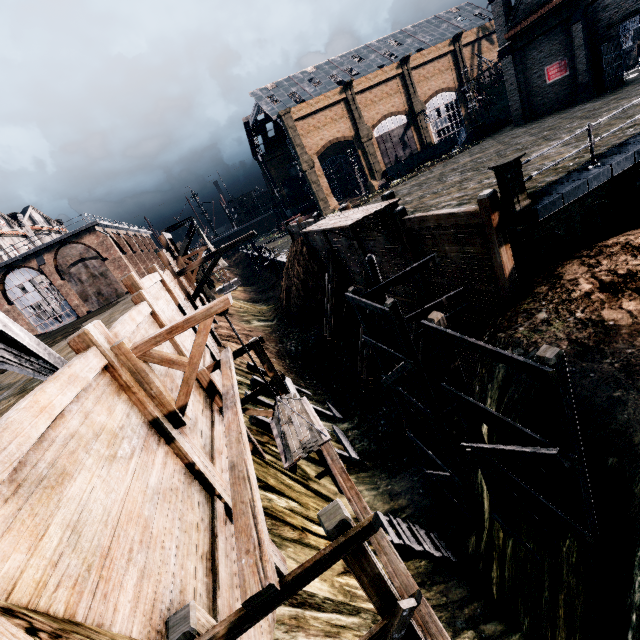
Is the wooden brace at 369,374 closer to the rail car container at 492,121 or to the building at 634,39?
the building at 634,39

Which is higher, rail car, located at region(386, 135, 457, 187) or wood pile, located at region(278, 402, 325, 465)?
rail car, located at region(386, 135, 457, 187)

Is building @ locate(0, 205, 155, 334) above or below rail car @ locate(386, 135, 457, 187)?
above

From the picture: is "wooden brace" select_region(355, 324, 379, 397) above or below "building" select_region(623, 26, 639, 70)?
below

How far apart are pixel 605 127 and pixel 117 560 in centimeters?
2128cm

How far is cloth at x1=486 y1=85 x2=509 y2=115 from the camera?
49.0 meters

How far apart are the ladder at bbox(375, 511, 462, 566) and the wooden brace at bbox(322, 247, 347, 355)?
14.3 meters

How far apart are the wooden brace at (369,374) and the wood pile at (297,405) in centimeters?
1168cm
